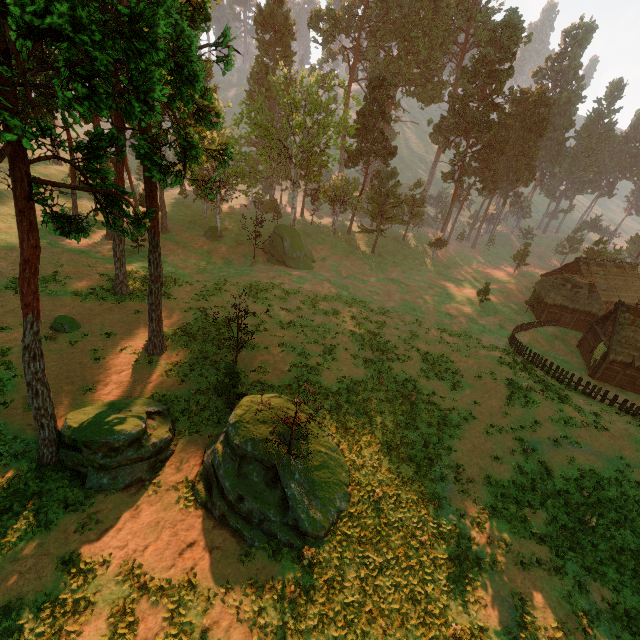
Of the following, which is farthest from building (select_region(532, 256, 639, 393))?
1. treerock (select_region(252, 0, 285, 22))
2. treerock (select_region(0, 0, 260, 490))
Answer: treerock (select_region(252, 0, 285, 22))

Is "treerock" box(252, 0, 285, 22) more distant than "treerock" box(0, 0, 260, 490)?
Yes

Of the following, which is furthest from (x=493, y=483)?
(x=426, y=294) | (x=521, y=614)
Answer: (x=426, y=294)

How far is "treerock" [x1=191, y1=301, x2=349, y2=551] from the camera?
14.4 meters

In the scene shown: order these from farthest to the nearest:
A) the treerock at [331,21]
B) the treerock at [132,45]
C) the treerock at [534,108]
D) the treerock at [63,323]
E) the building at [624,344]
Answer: the treerock at [534,108]
the treerock at [331,21]
the building at [624,344]
the treerock at [63,323]
the treerock at [132,45]

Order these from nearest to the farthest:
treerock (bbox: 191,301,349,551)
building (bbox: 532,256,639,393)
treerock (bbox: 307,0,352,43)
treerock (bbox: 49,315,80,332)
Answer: treerock (bbox: 191,301,349,551) < treerock (bbox: 49,315,80,332) < building (bbox: 532,256,639,393) < treerock (bbox: 307,0,352,43)

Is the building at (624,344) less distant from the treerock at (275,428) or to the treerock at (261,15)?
the treerock at (275,428)
